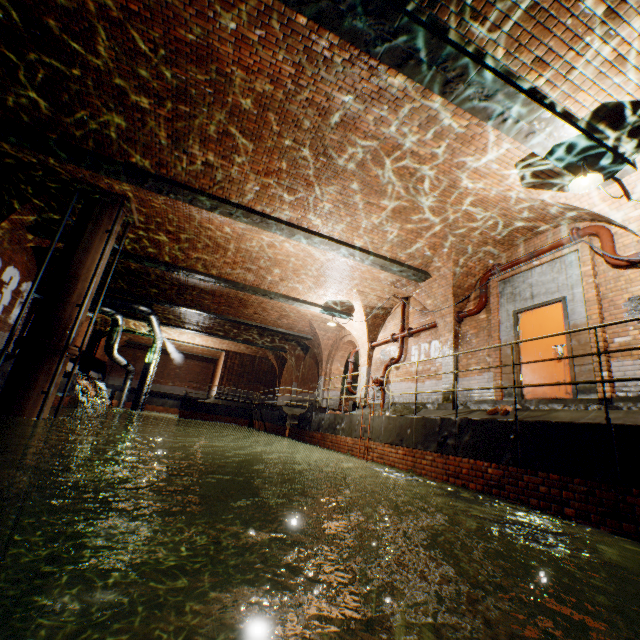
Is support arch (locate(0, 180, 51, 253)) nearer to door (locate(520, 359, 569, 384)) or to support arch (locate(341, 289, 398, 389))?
support arch (locate(341, 289, 398, 389))

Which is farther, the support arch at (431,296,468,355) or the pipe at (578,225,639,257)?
the support arch at (431,296,468,355)

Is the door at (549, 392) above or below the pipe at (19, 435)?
above

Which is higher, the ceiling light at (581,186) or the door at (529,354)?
the ceiling light at (581,186)

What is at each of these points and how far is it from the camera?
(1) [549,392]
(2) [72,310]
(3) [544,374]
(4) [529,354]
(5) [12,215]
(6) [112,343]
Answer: (1) door, 6.9 meters
(2) pipe, 7.9 meters
(3) door, 7.1 meters
(4) door, 7.5 meters
(5) support arch, 9.7 meters
(6) pipe, 18.8 meters

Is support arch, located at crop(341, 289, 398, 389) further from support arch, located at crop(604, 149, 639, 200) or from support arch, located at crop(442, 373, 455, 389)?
support arch, located at crop(604, 149, 639, 200)

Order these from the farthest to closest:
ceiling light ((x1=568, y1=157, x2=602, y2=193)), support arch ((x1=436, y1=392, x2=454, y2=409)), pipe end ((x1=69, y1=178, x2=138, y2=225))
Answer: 1. support arch ((x1=436, y1=392, x2=454, y2=409))
2. pipe end ((x1=69, y1=178, x2=138, y2=225))
3. ceiling light ((x1=568, y1=157, x2=602, y2=193))

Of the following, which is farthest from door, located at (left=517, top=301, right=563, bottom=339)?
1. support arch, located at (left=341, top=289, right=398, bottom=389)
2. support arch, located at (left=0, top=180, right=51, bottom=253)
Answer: support arch, located at (left=0, top=180, right=51, bottom=253)
